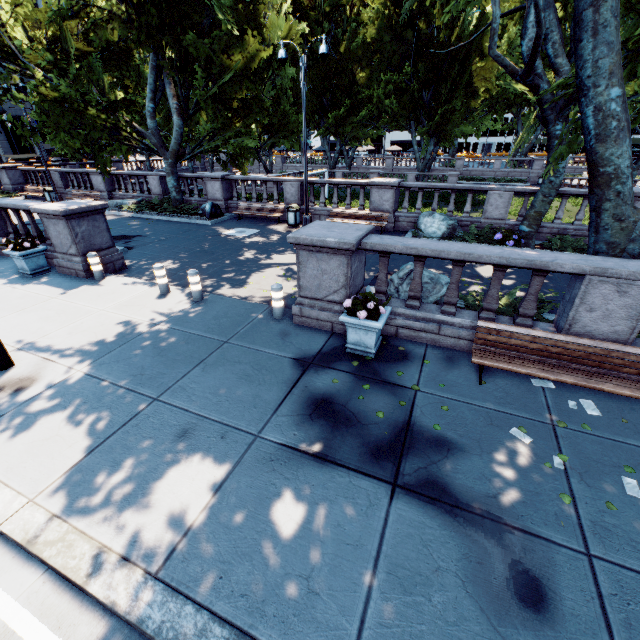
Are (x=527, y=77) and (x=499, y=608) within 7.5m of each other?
no

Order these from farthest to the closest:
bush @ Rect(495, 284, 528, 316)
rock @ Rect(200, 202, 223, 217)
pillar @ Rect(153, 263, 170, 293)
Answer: rock @ Rect(200, 202, 223, 217) < pillar @ Rect(153, 263, 170, 293) < bush @ Rect(495, 284, 528, 316)

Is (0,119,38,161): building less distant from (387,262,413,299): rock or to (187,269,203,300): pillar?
(187,269,203,300): pillar

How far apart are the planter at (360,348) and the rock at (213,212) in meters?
14.5

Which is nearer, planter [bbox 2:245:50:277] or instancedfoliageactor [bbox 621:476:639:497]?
instancedfoliageactor [bbox 621:476:639:497]

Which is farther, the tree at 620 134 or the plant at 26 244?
the plant at 26 244

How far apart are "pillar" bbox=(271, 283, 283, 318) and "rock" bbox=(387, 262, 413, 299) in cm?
248

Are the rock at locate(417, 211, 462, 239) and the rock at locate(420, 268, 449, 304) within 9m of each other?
yes
